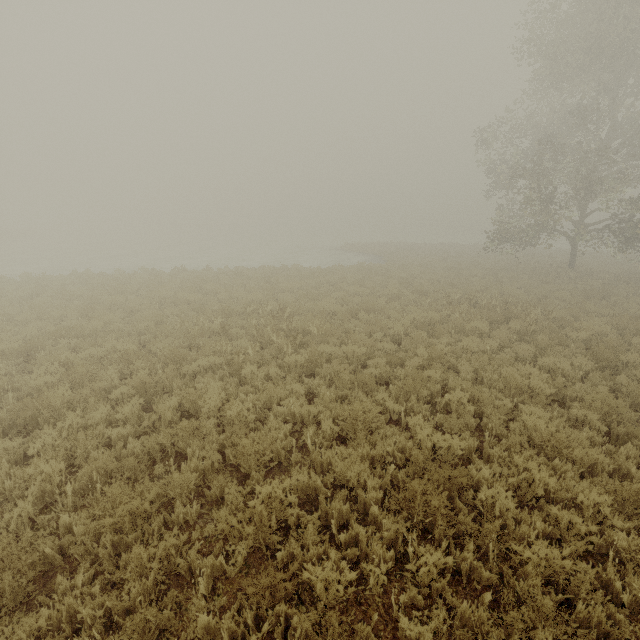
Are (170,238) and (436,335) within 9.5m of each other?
no
